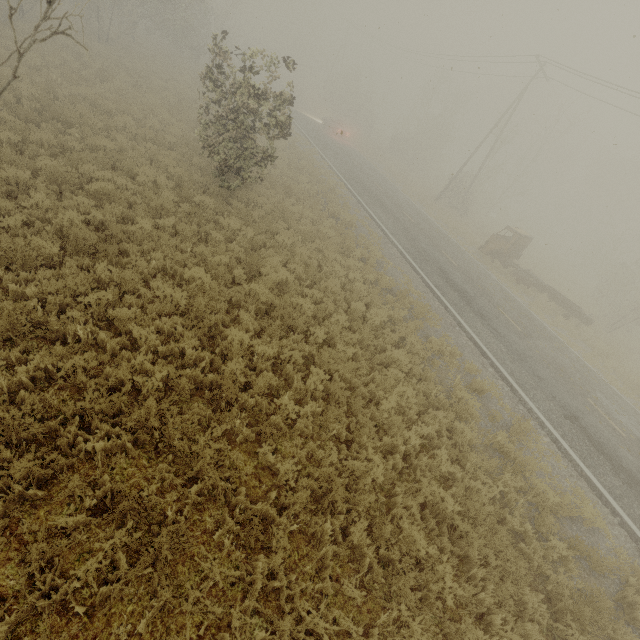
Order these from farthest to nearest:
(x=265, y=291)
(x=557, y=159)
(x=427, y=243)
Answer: (x=557, y=159) < (x=427, y=243) < (x=265, y=291)

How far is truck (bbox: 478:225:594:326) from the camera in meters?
19.3 m

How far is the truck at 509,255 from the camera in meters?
19.3 m
